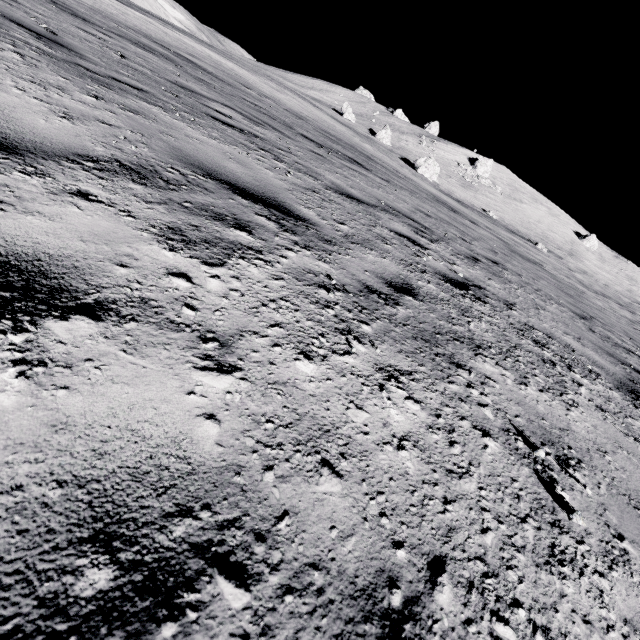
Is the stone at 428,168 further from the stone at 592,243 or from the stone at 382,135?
the stone at 592,243

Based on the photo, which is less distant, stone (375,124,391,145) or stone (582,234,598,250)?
stone (375,124,391,145)

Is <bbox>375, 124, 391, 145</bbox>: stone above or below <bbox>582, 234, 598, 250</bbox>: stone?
below

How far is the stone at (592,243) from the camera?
59.1m

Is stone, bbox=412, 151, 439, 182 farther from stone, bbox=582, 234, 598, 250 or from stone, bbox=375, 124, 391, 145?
stone, bbox=582, 234, 598, 250

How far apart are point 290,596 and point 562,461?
1.6 meters

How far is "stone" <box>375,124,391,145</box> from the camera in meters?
46.2
